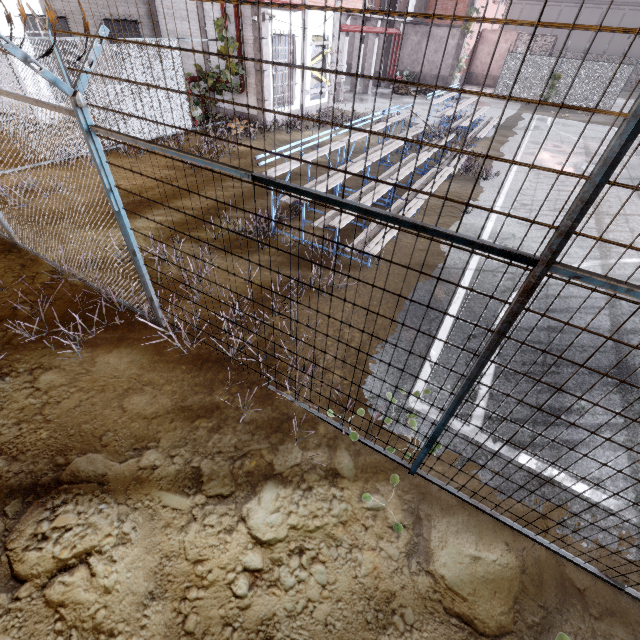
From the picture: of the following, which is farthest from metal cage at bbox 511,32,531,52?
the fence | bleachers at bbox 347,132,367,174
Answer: bleachers at bbox 347,132,367,174

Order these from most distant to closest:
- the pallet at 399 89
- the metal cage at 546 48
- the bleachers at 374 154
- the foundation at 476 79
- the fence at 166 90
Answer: the foundation at 476 79
the metal cage at 546 48
the pallet at 399 89
the bleachers at 374 154
the fence at 166 90

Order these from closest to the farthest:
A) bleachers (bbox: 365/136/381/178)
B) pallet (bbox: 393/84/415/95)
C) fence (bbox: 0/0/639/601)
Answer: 1. fence (bbox: 0/0/639/601)
2. bleachers (bbox: 365/136/381/178)
3. pallet (bbox: 393/84/415/95)

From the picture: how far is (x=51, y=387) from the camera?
3.9m

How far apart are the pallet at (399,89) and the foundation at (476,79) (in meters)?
10.79

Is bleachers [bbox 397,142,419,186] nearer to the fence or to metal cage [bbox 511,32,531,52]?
the fence

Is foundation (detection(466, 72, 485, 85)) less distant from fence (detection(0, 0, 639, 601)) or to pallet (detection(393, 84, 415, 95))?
fence (detection(0, 0, 639, 601))

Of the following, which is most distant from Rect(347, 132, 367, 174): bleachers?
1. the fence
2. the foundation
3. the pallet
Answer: the foundation
